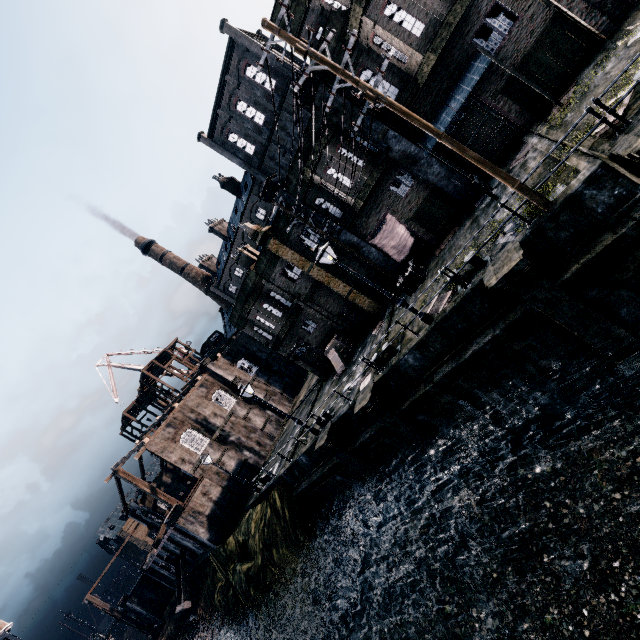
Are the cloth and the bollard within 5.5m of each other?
no

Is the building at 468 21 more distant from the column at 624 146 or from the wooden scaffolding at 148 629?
the wooden scaffolding at 148 629

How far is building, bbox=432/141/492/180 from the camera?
18.1 meters

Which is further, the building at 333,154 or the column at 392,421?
the building at 333,154

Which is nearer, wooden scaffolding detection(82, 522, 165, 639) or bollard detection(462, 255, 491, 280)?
bollard detection(462, 255, 491, 280)

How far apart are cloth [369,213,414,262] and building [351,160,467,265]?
0.01m

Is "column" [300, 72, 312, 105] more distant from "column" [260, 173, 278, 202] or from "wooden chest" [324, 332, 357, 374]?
"wooden chest" [324, 332, 357, 374]

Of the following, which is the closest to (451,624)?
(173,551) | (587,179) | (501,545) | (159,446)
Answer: (501,545)
